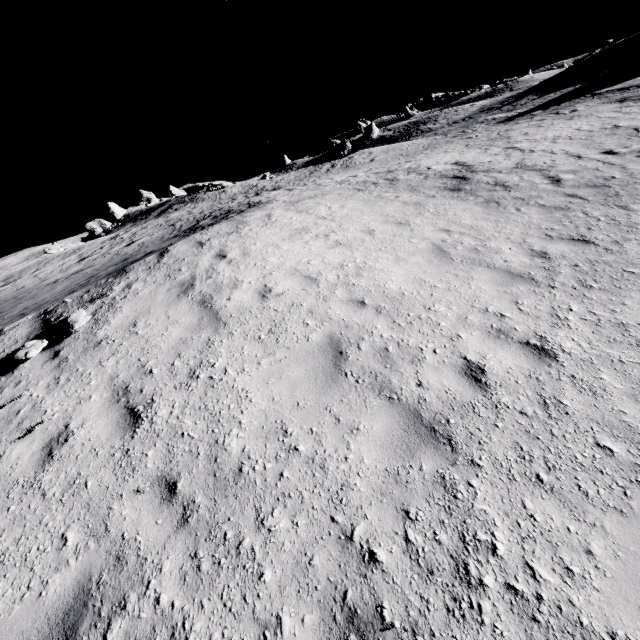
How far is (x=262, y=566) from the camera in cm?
301

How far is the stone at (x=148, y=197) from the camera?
52.1 meters

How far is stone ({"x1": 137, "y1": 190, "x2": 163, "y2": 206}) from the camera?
52.1 meters
